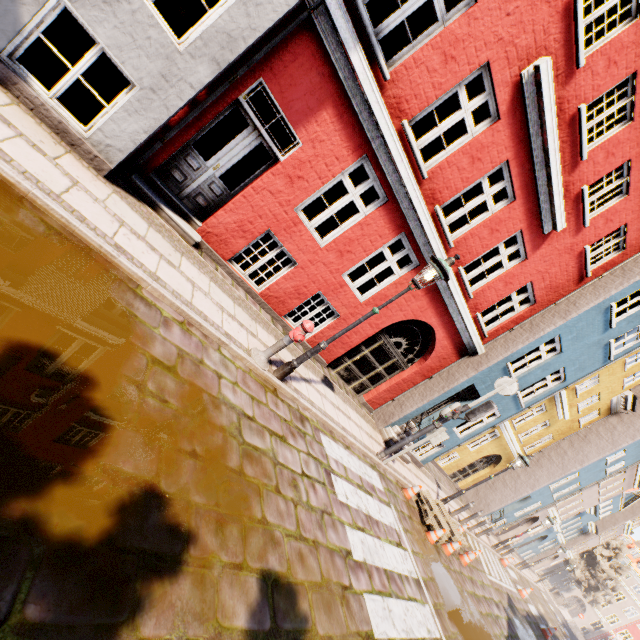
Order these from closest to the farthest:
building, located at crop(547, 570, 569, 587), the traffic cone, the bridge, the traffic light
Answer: the traffic light
the traffic cone
the bridge
building, located at crop(547, 570, 569, 587)

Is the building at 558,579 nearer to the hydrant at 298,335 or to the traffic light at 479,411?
the traffic light at 479,411

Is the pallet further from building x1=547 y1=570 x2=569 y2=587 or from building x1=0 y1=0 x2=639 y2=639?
building x1=547 y1=570 x2=569 y2=587

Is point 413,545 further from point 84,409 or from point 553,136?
point 553,136

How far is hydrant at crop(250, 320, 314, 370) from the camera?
5.59m

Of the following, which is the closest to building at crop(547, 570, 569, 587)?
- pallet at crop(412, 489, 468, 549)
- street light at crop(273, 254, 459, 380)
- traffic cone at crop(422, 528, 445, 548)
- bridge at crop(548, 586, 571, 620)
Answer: bridge at crop(548, 586, 571, 620)

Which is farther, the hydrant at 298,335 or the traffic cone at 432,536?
the traffic cone at 432,536

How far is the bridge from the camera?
39.44m
